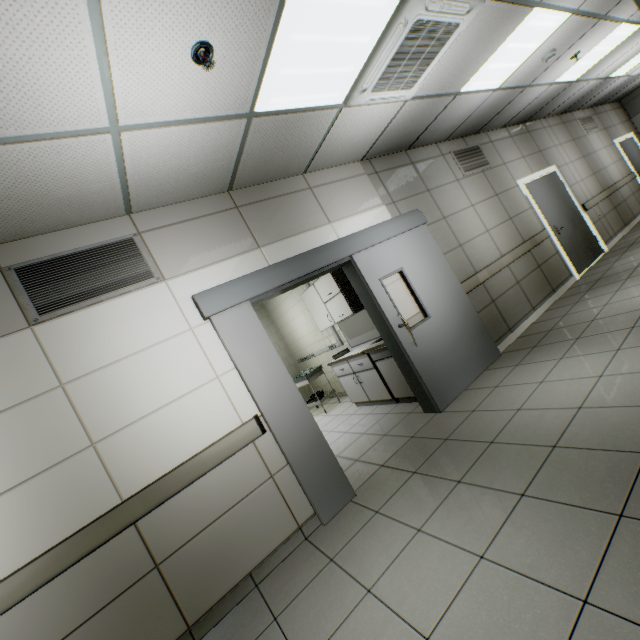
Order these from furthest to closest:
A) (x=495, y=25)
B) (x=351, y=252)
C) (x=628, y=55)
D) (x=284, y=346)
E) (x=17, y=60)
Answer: (x=284, y=346) < (x=628, y=55) < (x=351, y=252) < (x=495, y=25) < (x=17, y=60)

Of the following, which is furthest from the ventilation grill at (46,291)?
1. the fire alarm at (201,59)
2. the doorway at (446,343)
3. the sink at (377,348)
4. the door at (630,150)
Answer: the door at (630,150)

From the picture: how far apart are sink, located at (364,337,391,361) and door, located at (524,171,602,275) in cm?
445

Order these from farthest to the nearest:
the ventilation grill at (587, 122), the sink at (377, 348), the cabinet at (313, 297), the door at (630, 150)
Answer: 1. the door at (630, 150)
2. the ventilation grill at (587, 122)
3. the cabinet at (313, 297)
4. the sink at (377, 348)

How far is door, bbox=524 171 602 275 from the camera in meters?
6.2 m

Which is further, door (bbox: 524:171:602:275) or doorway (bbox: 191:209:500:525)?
door (bbox: 524:171:602:275)

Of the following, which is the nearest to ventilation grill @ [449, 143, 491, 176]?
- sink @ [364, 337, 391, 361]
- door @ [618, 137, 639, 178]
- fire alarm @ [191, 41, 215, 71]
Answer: sink @ [364, 337, 391, 361]

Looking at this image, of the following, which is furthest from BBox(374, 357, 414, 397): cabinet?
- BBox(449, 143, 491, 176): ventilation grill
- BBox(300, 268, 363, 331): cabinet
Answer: BBox(449, 143, 491, 176): ventilation grill
